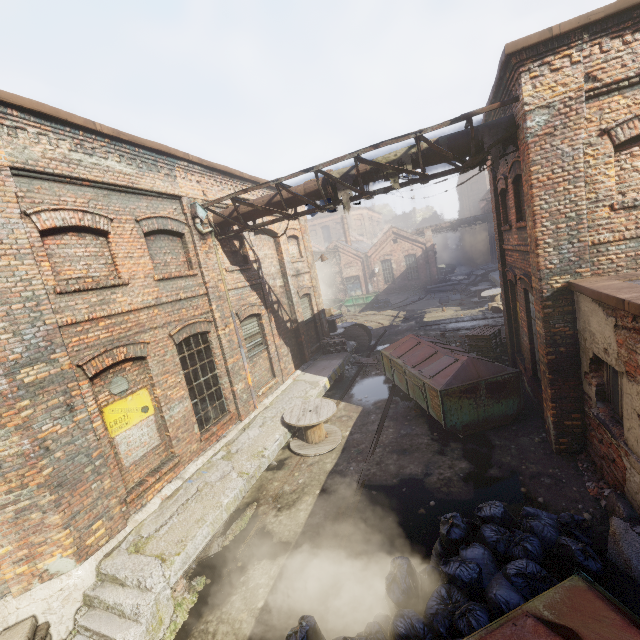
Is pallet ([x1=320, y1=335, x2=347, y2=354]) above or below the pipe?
below

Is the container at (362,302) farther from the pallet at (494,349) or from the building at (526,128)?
the building at (526,128)

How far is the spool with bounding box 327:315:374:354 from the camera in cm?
1686

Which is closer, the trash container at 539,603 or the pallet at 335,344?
the trash container at 539,603

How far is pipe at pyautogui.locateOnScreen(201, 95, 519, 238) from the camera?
6.6 meters

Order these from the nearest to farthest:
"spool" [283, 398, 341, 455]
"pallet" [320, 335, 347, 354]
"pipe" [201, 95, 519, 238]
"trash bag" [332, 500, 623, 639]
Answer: "trash bag" [332, 500, 623, 639]
"pipe" [201, 95, 519, 238]
"spool" [283, 398, 341, 455]
"pallet" [320, 335, 347, 354]

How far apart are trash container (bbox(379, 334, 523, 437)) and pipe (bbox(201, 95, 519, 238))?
4.4 meters

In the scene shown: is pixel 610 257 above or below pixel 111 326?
below
